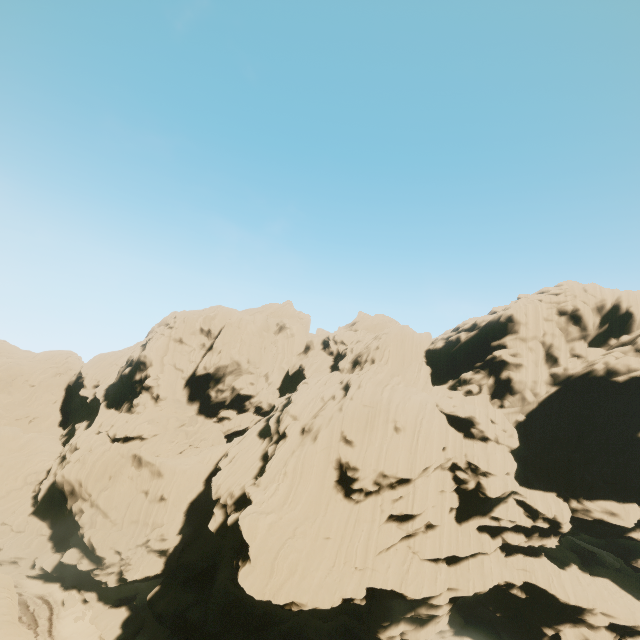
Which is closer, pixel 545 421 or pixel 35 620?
pixel 35 620
